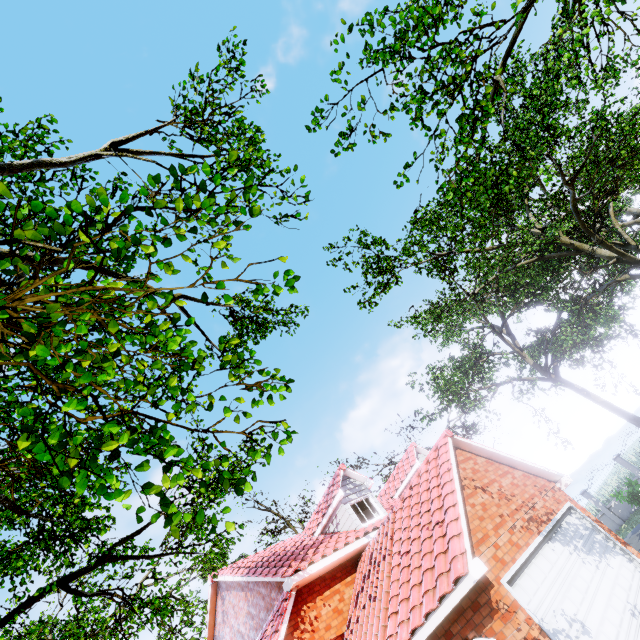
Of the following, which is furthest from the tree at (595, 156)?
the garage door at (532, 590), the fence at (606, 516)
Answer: the garage door at (532, 590)

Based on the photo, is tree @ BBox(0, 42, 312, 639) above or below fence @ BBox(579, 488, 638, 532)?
above

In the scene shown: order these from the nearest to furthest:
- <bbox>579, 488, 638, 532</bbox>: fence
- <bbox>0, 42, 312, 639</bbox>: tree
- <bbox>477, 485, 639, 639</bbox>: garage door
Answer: <bbox>0, 42, 312, 639</bbox>: tree
<bbox>477, 485, 639, 639</bbox>: garage door
<bbox>579, 488, 638, 532</bbox>: fence

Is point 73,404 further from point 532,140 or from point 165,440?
point 532,140

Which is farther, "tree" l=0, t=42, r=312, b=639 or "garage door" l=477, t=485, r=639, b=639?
"garage door" l=477, t=485, r=639, b=639

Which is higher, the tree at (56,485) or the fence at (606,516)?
the tree at (56,485)

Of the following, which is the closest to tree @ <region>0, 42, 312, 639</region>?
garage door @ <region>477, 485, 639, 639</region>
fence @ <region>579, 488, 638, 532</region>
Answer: fence @ <region>579, 488, 638, 532</region>
